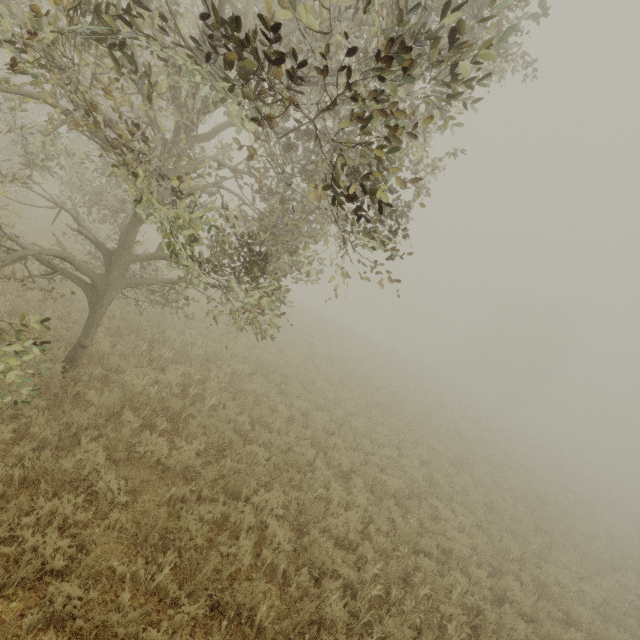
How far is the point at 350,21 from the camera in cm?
659
